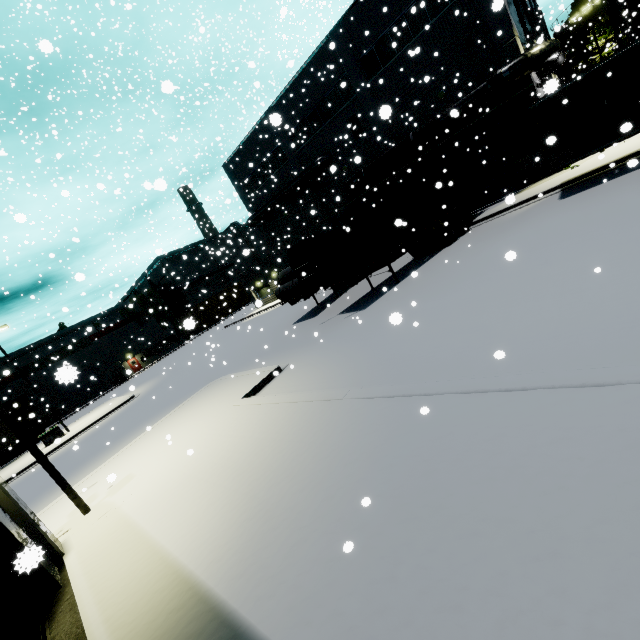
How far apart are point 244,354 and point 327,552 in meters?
16.0 m

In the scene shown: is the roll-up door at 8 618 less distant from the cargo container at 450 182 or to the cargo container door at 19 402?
the cargo container at 450 182

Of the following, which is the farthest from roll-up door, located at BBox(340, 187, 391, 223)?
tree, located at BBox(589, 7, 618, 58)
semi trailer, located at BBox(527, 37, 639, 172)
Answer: tree, located at BBox(589, 7, 618, 58)

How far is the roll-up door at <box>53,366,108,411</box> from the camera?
45.25m

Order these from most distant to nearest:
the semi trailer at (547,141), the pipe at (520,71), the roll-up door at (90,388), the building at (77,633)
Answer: the roll-up door at (90,388), the pipe at (520,71), the semi trailer at (547,141), the building at (77,633)

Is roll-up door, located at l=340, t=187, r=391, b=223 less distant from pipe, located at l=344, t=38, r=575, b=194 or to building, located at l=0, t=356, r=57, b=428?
building, located at l=0, t=356, r=57, b=428

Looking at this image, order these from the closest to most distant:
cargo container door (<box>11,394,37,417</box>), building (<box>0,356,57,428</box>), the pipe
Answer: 1. the pipe
2. cargo container door (<box>11,394,37,417</box>)
3. building (<box>0,356,57,428</box>)

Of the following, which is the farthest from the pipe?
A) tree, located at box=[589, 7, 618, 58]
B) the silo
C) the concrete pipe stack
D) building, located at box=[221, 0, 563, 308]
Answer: the silo
